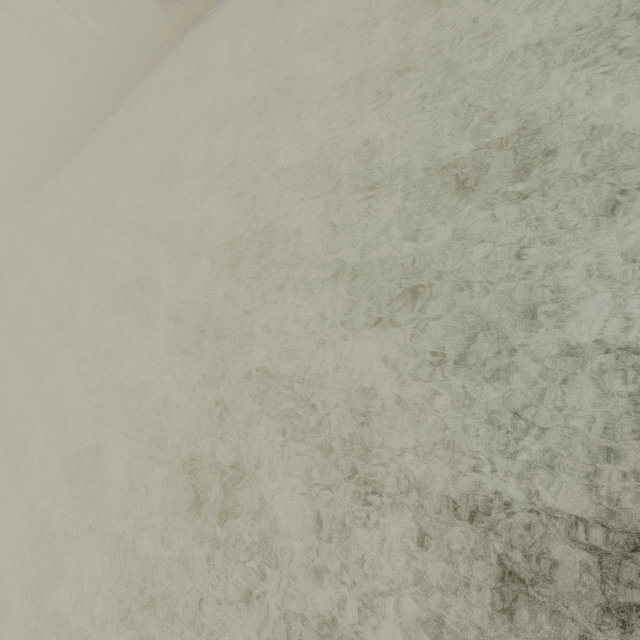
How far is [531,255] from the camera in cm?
440
